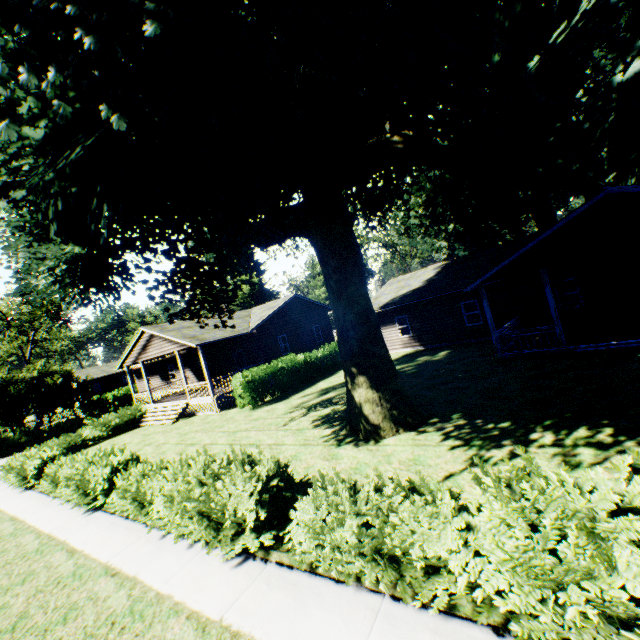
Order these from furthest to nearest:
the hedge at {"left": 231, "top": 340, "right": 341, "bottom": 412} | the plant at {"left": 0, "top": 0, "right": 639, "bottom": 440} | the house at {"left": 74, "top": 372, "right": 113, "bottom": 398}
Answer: the house at {"left": 74, "top": 372, "right": 113, "bottom": 398}, the hedge at {"left": 231, "top": 340, "right": 341, "bottom": 412}, the plant at {"left": 0, "top": 0, "right": 639, "bottom": 440}

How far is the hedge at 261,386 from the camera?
18.27m

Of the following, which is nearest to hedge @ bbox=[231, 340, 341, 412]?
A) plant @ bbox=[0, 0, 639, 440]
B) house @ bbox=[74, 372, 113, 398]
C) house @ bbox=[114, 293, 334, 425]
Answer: house @ bbox=[114, 293, 334, 425]

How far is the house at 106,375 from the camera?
57.6m

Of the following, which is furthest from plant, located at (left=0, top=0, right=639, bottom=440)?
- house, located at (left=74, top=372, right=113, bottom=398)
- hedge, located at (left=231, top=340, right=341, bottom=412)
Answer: house, located at (left=74, top=372, right=113, bottom=398)

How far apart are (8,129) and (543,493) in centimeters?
→ 916cm

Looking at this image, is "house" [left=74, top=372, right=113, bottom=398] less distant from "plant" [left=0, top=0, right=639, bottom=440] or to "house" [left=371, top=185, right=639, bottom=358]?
"plant" [left=0, top=0, right=639, bottom=440]

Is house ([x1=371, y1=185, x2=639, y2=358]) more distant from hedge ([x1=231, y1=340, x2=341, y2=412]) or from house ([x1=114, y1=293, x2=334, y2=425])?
hedge ([x1=231, y1=340, x2=341, y2=412])
